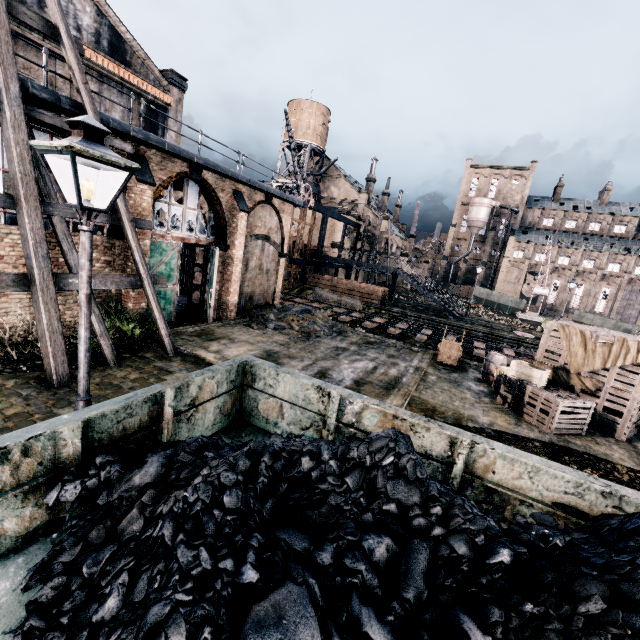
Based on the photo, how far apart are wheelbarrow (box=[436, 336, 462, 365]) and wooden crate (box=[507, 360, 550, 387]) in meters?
3.7

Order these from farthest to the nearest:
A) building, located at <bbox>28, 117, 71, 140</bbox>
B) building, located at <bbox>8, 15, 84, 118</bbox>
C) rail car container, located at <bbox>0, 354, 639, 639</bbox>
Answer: building, located at <bbox>28, 117, 71, 140</bbox>, building, located at <bbox>8, 15, 84, 118</bbox>, rail car container, located at <bbox>0, 354, 639, 639</bbox>

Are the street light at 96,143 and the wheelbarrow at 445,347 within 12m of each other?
no

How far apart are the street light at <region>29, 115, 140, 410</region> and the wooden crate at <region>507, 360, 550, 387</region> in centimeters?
1350cm

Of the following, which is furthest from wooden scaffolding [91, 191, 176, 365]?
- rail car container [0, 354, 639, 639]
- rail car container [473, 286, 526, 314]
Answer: rail car container [473, 286, 526, 314]

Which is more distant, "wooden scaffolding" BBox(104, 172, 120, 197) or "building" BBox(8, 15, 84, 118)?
"wooden scaffolding" BBox(104, 172, 120, 197)

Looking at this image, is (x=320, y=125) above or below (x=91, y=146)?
above

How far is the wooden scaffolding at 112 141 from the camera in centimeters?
1097cm
